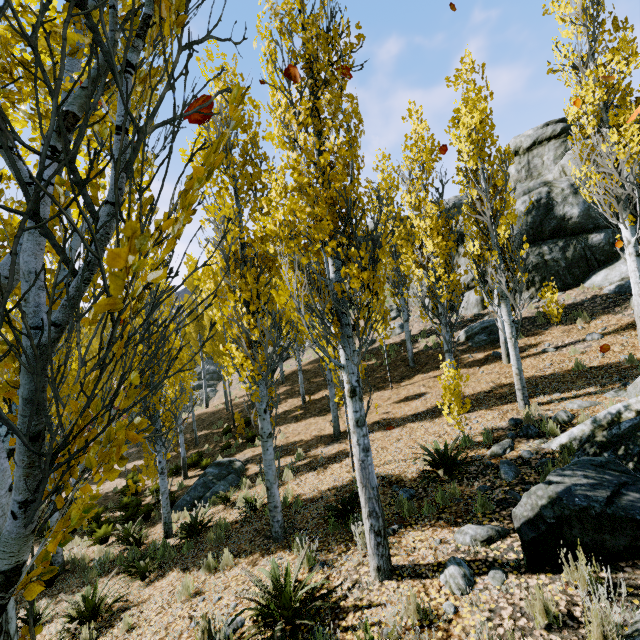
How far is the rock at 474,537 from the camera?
4.52m

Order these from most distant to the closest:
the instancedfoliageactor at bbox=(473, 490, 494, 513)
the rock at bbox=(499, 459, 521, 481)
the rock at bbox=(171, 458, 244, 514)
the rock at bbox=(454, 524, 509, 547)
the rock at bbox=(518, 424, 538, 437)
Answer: the rock at bbox=(171, 458, 244, 514)
the rock at bbox=(518, 424, 538, 437)
the rock at bbox=(499, 459, 521, 481)
the instancedfoliageactor at bbox=(473, 490, 494, 513)
the rock at bbox=(454, 524, 509, 547)

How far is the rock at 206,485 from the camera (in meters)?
11.27

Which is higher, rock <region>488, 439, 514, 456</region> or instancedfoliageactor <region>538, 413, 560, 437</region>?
instancedfoliageactor <region>538, 413, 560, 437</region>

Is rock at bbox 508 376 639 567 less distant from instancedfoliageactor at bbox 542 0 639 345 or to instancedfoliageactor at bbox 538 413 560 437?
instancedfoliageactor at bbox 538 413 560 437

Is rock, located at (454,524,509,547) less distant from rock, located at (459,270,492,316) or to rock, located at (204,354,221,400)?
rock, located at (459,270,492,316)

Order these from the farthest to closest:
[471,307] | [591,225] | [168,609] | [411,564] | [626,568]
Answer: [471,307] → [591,225] → [168,609] → [411,564] → [626,568]
